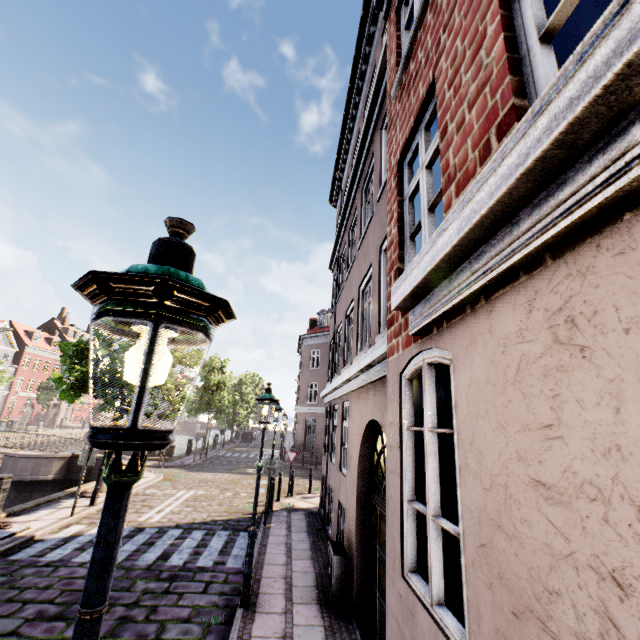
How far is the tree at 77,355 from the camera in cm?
1147

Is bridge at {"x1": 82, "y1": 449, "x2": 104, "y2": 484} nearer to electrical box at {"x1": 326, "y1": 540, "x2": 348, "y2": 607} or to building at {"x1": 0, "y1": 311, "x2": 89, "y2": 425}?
building at {"x1": 0, "y1": 311, "x2": 89, "y2": 425}

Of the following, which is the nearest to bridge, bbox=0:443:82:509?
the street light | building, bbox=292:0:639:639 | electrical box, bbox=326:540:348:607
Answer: building, bbox=292:0:639:639

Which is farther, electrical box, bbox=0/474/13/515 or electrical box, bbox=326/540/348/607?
electrical box, bbox=0/474/13/515

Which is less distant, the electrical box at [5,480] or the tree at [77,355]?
the electrical box at [5,480]

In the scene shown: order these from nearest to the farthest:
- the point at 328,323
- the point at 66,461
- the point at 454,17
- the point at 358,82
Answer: the point at 454,17 < the point at 358,82 < the point at 66,461 < the point at 328,323

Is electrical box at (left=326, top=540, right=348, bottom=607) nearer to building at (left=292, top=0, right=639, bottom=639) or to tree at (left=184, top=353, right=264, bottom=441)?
building at (left=292, top=0, right=639, bottom=639)

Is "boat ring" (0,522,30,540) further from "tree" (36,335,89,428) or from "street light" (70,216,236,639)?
"tree" (36,335,89,428)
